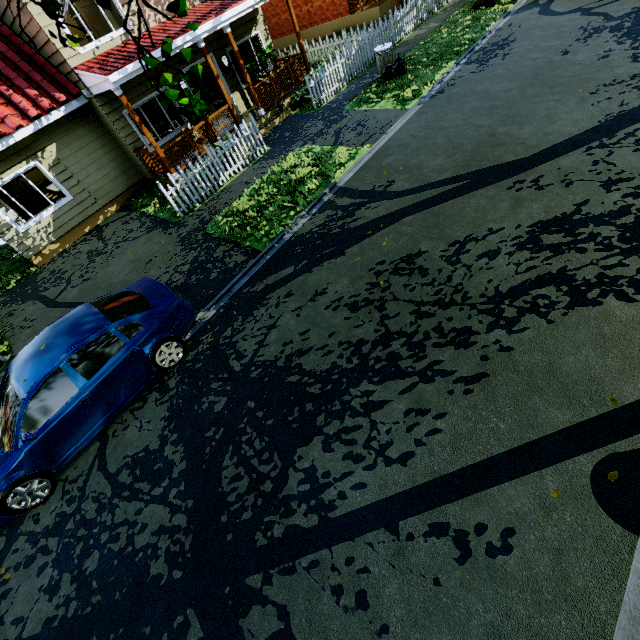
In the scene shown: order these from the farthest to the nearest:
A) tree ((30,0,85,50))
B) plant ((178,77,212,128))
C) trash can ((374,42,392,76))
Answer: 1. trash can ((374,42,392,76))
2. plant ((178,77,212,128))
3. tree ((30,0,85,50))

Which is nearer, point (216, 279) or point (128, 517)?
point (128, 517)

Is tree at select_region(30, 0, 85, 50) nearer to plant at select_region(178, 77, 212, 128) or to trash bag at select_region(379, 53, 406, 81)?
trash bag at select_region(379, 53, 406, 81)

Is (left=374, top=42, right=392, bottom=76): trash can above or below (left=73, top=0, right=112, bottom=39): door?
below

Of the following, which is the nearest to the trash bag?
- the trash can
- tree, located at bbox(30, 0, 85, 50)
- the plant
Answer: the trash can

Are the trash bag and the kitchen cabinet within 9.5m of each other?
no

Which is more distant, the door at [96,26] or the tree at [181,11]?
the door at [96,26]

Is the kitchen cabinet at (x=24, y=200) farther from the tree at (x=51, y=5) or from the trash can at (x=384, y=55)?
the trash can at (x=384, y=55)
